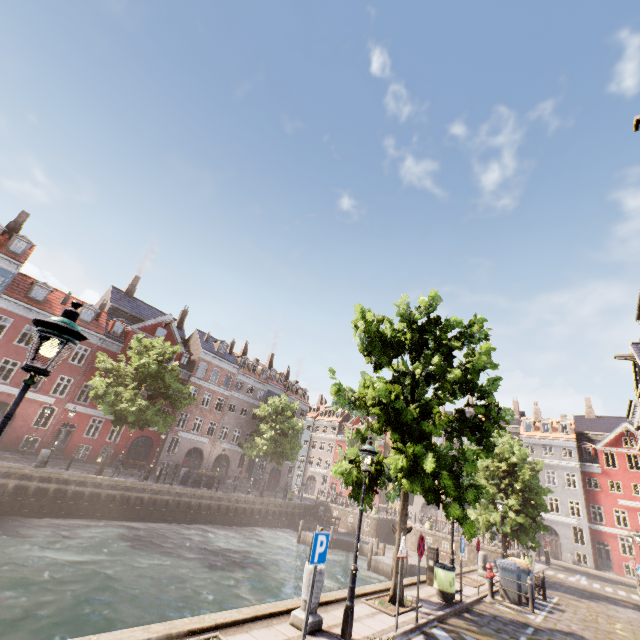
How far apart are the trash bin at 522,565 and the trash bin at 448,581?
5.38m

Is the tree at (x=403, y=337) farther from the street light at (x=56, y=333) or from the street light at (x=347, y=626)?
the street light at (x=347, y=626)

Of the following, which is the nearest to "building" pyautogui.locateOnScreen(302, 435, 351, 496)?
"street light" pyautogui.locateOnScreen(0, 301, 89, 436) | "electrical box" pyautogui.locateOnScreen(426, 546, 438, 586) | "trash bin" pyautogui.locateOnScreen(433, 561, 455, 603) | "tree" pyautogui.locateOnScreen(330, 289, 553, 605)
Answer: "street light" pyautogui.locateOnScreen(0, 301, 89, 436)

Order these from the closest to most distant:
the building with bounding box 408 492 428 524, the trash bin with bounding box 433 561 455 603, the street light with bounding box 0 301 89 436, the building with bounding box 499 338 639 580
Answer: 1. the street light with bounding box 0 301 89 436
2. the trash bin with bounding box 433 561 455 603
3. the building with bounding box 499 338 639 580
4. the building with bounding box 408 492 428 524

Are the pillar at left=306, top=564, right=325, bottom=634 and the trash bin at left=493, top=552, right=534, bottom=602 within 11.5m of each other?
no

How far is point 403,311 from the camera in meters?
13.0 m

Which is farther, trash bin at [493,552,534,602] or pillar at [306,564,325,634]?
trash bin at [493,552,534,602]

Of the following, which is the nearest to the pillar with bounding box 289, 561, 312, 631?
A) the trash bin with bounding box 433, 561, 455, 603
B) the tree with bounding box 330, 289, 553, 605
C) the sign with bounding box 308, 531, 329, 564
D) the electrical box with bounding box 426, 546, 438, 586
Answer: the sign with bounding box 308, 531, 329, 564
